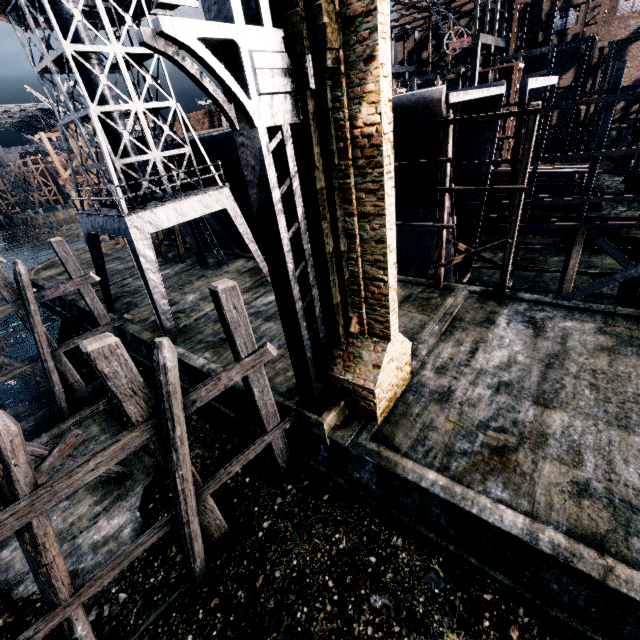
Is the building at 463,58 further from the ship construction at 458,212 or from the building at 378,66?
the building at 378,66

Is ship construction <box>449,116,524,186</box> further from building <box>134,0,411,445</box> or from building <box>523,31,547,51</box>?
building <box>523,31,547,51</box>

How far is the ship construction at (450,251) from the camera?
17.22m

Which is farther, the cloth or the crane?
the cloth

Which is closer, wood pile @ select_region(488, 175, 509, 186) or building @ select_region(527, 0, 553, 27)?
wood pile @ select_region(488, 175, 509, 186)

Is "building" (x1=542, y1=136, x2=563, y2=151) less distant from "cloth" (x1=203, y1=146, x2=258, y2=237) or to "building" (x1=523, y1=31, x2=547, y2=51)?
"building" (x1=523, y1=31, x2=547, y2=51)

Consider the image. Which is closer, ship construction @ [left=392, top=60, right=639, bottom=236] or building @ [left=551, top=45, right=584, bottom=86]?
ship construction @ [left=392, top=60, right=639, bottom=236]

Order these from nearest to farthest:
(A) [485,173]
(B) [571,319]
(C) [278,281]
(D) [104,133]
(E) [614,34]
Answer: (C) [278,281] → (B) [571,319] → (D) [104,133] → (A) [485,173] → (E) [614,34]
